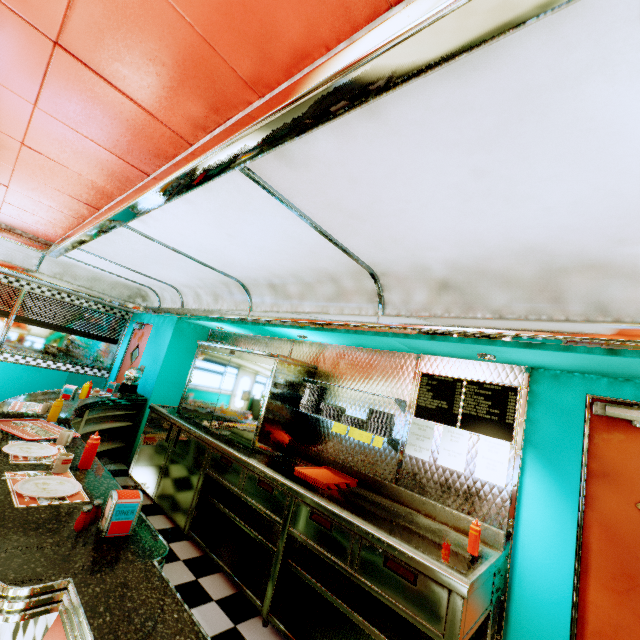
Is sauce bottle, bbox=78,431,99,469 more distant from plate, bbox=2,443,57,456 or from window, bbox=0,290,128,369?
window, bbox=0,290,128,369

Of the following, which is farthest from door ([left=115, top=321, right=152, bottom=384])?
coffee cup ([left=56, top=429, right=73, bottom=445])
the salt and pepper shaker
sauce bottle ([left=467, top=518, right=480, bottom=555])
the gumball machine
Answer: sauce bottle ([left=467, top=518, right=480, bottom=555])

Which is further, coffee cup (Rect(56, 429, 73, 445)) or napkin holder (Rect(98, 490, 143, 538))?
coffee cup (Rect(56, 429, 73, 445))

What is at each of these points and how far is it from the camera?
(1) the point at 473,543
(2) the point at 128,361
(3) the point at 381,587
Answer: (1) sauce bottle, 2.4m
(2) door, 7.0m
(3) kitchen counter, 2.2m

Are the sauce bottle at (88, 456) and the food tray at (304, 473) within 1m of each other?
no

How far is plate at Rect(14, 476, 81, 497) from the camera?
1.69m

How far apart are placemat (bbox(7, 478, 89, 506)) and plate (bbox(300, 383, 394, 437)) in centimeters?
228cm

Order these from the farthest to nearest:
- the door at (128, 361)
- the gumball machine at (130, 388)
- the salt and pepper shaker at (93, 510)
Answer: the door at (128, 361), the gumball machine at (130, 388), the salt and pepper shaker at (93, 510)
